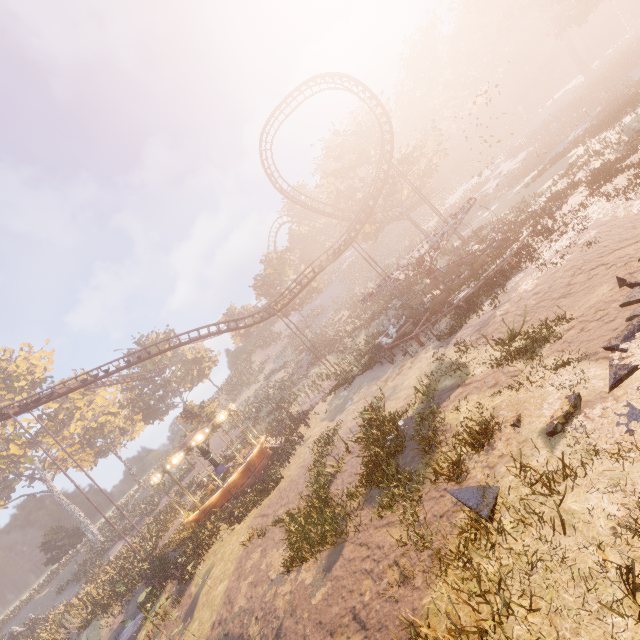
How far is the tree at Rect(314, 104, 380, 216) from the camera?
38.2m

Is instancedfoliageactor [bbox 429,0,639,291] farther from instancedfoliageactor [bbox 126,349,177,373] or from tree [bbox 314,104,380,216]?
instancedfoliageactor [bbox 126,349,177,373]

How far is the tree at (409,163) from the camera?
36.7 meters

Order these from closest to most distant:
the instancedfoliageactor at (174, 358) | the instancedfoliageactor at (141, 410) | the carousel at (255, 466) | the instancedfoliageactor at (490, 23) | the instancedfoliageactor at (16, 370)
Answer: the instancedfoliageactor at (490, 23) < the carousel at (255, 466) < the instancedfoliageactor at (141, 410) < the instancedfoliageactor at (16, 370) < the instancedfoliageactor at (174, 358)

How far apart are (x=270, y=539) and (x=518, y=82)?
81.0m

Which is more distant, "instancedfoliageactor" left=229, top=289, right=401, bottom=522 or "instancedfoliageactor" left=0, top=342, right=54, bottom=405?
"instancedfoliageactor" left=0, top=342, right=54, bottom=405

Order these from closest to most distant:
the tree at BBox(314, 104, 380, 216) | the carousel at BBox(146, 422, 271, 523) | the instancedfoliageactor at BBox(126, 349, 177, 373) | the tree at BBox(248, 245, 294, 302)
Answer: the carousel at BBox(146, 422, 271, 523) < the tree at BBox(314, 104, 380, 216) < the tree at BBox(248, 245, 294, 302) < the instancedfoliageactor at BBox(126, 349, 177, 373)

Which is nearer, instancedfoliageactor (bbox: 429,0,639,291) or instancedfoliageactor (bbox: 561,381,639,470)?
instancedfoliageactor (bbox: 561,381,639,470)
